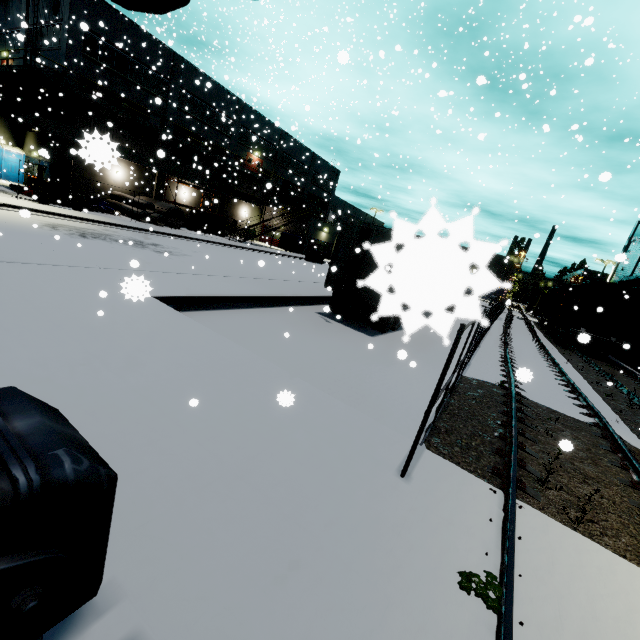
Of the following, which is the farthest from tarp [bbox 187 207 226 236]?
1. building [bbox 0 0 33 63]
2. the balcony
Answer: the balcony

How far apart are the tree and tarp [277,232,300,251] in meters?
37.8 m

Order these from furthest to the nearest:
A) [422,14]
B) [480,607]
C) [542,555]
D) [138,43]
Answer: [422,14], [138,43], [542,555], [480,607]

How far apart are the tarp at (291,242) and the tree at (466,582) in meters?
37.8

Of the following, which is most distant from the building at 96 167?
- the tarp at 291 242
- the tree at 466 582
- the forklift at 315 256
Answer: the tree at 466 582

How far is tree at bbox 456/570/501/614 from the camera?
2.65m

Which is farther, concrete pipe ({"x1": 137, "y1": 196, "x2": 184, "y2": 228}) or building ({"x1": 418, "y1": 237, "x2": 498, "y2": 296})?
concrete pipe ({"x1": 137, "y1": 196, "x2": 184, "y2": 228})

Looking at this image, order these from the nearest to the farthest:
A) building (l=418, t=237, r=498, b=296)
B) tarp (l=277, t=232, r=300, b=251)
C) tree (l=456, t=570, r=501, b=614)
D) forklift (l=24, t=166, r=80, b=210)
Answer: building (l=418, t=237, r=498, b=296), tree (l=456, t=570, r=501, b=614), forklift (l=24, t=166, r=80, b=210), tarp (l=277, t=232, r=300, b=251)
